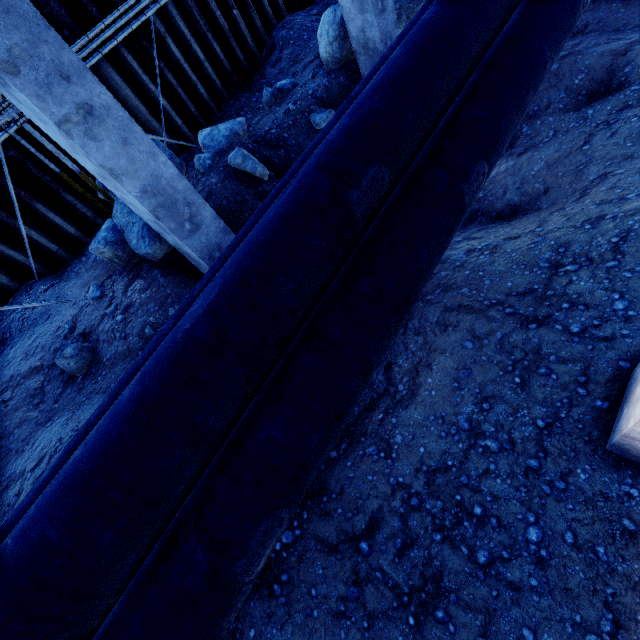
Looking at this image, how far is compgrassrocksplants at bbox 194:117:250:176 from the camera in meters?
6.1

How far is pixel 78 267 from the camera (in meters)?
6.38

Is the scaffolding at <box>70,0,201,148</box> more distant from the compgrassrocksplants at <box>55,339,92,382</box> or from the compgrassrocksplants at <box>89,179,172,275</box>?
the compgrassrocksplants at <box>55,339,92,382</box>

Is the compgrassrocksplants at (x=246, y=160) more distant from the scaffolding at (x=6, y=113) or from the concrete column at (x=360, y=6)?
the concrete column at (x=360, y=6)

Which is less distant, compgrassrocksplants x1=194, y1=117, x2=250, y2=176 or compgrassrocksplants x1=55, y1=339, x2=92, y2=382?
compgrassrocksplants x1=55, y1=339, x2=92, y2=382

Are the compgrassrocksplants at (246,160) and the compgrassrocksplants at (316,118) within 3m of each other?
yes

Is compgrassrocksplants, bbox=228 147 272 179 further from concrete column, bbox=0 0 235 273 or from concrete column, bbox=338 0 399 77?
concrete column, bbox=338 0 399 77
